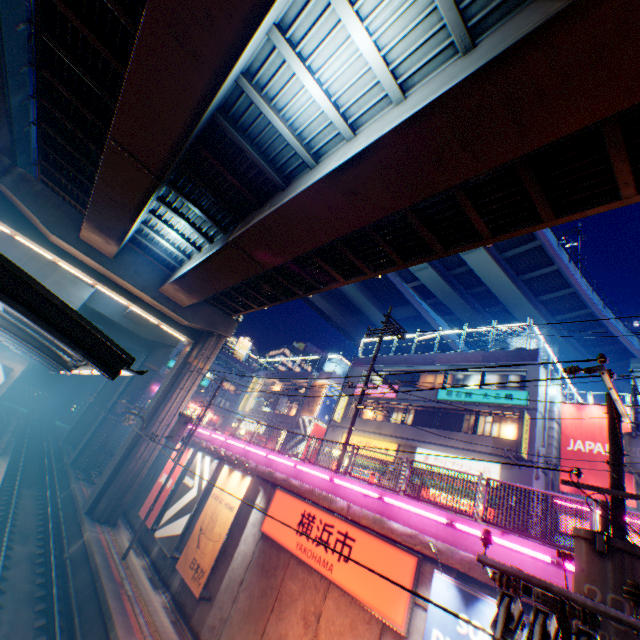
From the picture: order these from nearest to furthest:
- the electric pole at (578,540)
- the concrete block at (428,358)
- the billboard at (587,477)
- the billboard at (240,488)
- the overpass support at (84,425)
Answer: the electric pole at (578,540) < the billboard at (240,488) < the billboard at (587,477) < the concrete block at (428,358) < the overpass support at (84,425)

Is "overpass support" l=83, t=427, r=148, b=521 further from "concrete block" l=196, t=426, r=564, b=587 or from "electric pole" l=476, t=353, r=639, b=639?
"electric pole" l=476, t=353, r=639, b=639

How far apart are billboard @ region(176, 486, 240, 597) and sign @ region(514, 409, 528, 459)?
13.8 meters

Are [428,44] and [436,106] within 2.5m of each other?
yes

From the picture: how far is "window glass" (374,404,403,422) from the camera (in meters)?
25.49

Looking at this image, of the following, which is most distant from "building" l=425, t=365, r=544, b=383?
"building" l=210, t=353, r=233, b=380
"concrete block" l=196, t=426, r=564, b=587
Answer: "concrete block" l=196, t=426, r=564, b=587

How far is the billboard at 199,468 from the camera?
16.6 meters

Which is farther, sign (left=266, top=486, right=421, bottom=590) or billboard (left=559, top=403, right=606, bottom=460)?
billboard (left=559, top=403, right=606, bottom=460)
